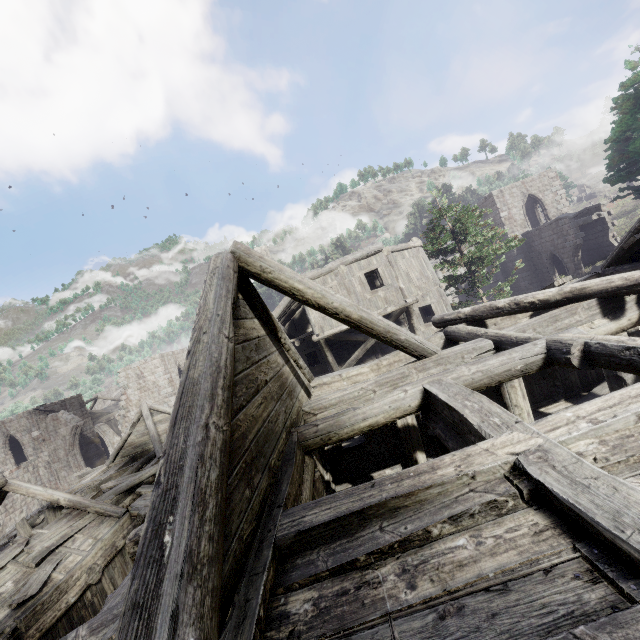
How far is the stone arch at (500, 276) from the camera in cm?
3148

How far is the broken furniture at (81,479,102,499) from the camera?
15.5 meters

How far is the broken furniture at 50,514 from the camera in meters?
13.8

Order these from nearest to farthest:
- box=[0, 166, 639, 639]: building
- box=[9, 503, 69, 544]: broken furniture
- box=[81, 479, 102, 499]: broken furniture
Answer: box=[0, 166, 639, 639]: building → box=[9, 503, 69, 544]: broken furniture → box=[81, 479, 102, 499]: broken furniture

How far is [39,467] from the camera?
30.28m

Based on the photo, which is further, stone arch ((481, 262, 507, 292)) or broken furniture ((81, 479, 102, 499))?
stone arch ((481, 262, 507, 292))

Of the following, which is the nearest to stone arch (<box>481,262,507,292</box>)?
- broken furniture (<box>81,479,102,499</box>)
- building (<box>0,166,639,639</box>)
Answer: building (<box>0,166,639,639</box>)
